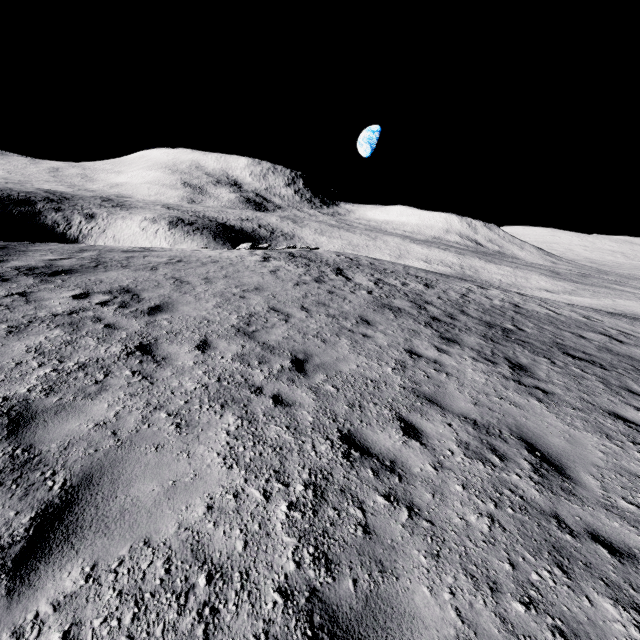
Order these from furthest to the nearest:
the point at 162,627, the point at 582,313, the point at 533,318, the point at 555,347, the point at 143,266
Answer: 1. the point at 582,313
2. the point at 533,318
3. the point at 143,266
4. the point at 555,347
5. the point at 162,627
